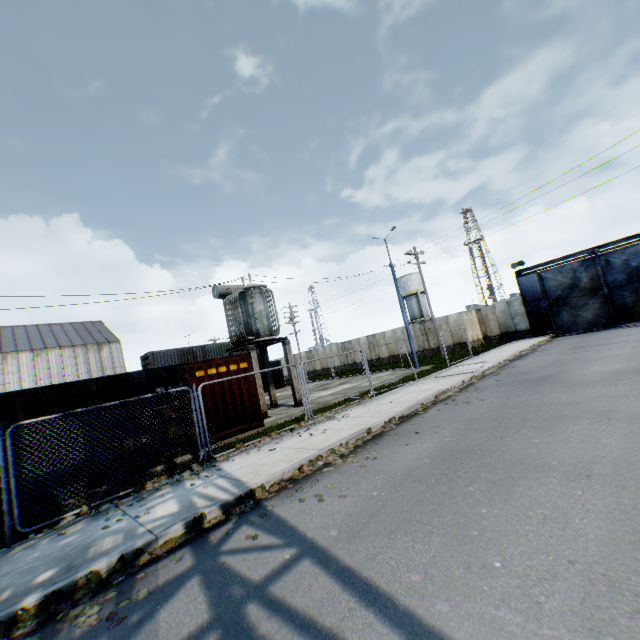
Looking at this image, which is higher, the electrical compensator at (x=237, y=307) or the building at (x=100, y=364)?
the building at (x=100, y=364)

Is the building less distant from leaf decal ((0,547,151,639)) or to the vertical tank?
the vertical tank

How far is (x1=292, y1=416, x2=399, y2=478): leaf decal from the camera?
7.0m

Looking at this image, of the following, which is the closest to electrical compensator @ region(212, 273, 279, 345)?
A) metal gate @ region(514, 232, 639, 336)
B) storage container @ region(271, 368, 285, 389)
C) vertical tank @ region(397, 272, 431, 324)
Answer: storage container @ region(271, 368, 285, 389)

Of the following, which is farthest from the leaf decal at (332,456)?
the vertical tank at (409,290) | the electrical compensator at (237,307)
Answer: the vertical tank at (409,290)

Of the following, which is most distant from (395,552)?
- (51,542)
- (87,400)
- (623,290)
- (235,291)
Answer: (623,290)

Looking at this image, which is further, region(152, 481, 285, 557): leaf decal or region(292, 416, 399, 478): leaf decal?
region(292, 416, 399, 478): leaf decal

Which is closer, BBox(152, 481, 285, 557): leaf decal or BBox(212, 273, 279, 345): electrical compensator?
BBox(152, 481, 285, 557): leaf decal
